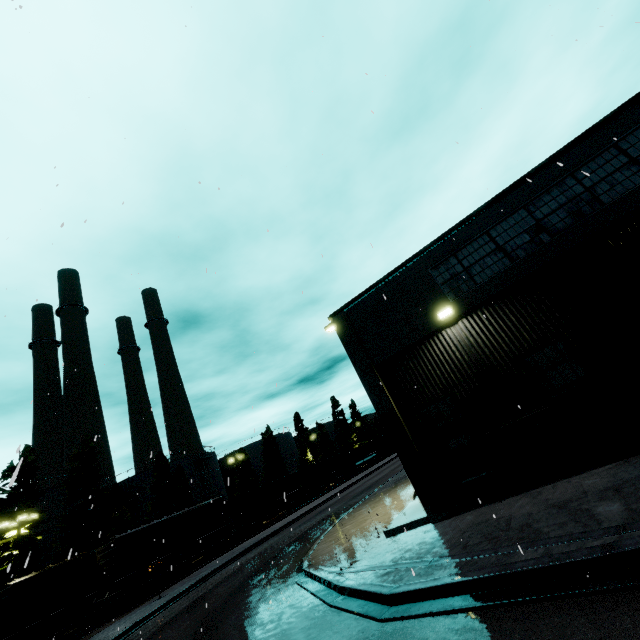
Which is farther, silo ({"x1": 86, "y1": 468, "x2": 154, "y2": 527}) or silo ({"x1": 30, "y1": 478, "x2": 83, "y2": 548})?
silo ({"x1": 86, "y1": 468, "x2": 154, "y2": 527})

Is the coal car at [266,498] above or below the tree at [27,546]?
below

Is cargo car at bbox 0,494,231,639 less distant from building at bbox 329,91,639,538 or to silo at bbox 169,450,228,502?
silo at bbox 169,450,228,502

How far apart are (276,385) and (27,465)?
36.94m

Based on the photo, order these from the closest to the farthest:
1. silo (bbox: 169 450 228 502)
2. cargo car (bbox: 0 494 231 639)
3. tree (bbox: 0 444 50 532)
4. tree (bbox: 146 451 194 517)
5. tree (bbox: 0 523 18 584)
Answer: cargo car (bbox: 0 494 231 639) < tree (bbox: 0 523 18 584) < tree (bbox: 0 444 50 532) < tree (bbox: 146 451 194 517) < silo (bbox: 169 450 228 502)

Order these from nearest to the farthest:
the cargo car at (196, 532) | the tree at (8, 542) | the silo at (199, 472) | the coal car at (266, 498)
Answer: the cargo car at (196, 532)
the tree at (8, 542)
the coal car at (266, 498)
the silo at (199, 472)

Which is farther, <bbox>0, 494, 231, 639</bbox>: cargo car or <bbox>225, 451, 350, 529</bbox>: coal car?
<bbox>225, 451, 350, 529</bbox>: coal car

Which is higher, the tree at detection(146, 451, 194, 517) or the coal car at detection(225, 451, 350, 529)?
the tree at detection(146, 451, 194, 517)
